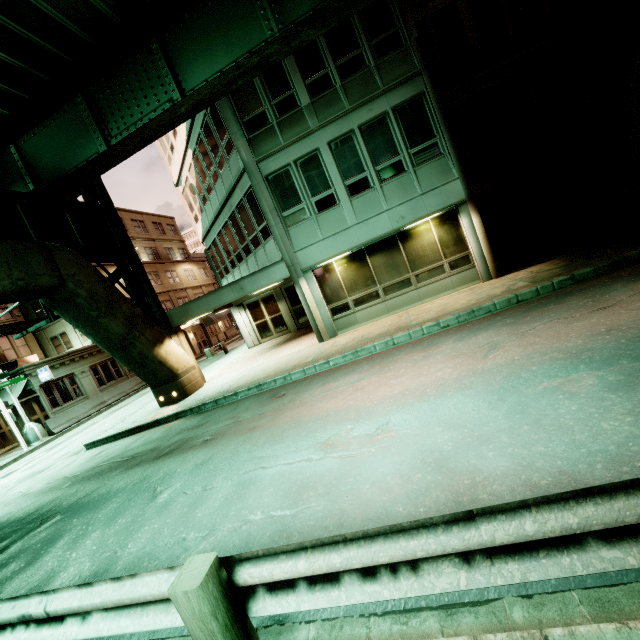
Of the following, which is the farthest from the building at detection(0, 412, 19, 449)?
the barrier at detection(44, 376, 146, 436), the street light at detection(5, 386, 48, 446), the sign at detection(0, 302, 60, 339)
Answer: the sign at detection(0, 302, 60, 339)

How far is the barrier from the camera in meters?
19.6

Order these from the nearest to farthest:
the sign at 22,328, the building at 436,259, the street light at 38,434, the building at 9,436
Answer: the sign at 22,328
the building at 436,259
the street light at 38,434
the building at 9,436

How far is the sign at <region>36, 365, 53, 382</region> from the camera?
21.77m

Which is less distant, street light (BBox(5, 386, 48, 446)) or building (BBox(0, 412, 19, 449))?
street light (BBox(5, 386, 48, 446))

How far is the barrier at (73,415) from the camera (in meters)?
19.58

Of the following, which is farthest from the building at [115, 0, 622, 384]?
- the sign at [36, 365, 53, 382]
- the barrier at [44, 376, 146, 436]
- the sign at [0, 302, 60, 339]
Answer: the sign at [36, 365, 53, 382]

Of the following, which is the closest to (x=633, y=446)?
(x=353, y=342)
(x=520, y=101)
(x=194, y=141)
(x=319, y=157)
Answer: (x=353, y=342)
